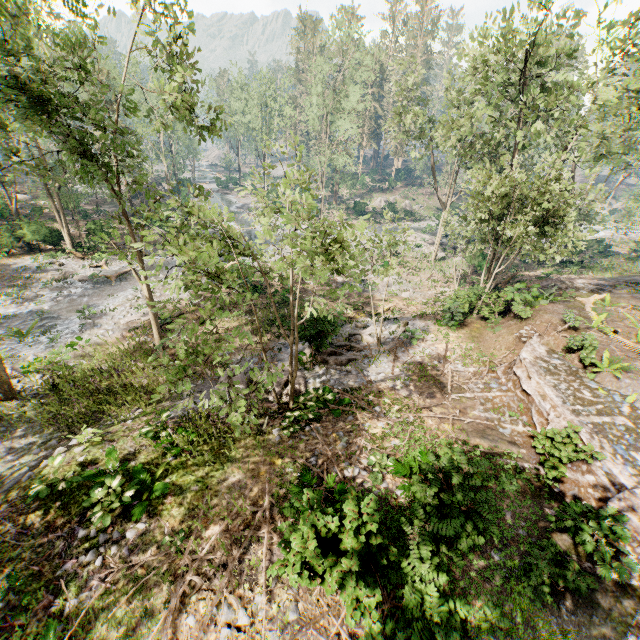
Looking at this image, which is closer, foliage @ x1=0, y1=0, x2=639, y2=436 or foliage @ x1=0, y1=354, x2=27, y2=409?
foliage @ x1=0, y1=0, x2=639, y2=436

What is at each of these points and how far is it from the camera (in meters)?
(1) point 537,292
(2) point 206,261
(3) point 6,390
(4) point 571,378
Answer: (1) ground embankment, 18.34
(2) foliage, 6.83
(3) foliage, 13.62
(4) ground embankment, 13.02

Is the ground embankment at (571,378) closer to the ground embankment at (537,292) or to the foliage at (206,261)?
the foliage at (206,261)

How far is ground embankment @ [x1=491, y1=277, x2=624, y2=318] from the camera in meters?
17.8

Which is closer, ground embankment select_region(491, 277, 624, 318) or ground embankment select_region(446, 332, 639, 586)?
ground embankment select_region(446, 332, 639, 586)

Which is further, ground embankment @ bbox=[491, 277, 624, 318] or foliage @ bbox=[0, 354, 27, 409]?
ground embankment @ bbox=[491, 277, 624, 318]

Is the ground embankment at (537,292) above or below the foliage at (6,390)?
above
